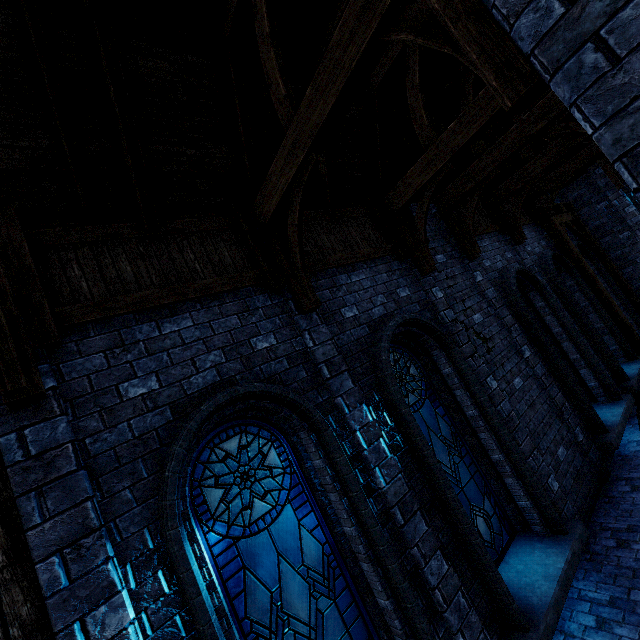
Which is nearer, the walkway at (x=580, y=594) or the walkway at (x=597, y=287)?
the walkway at (x=580, y=594)

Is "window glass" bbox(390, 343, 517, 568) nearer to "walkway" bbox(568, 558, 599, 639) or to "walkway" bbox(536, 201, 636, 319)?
"walkway" bbox(568, 558, 599, 639)

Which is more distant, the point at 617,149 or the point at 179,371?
the point at 179,371

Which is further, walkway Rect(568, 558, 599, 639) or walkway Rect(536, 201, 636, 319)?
walkway Rect(536, 201, 636, 319)

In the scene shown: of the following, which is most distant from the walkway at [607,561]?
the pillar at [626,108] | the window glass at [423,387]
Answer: the pillar at [626,108]

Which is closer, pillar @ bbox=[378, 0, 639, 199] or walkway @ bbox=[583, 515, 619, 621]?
pillar @ bbox=[378, 0, 639, 199]

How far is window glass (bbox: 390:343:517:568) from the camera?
5.1m

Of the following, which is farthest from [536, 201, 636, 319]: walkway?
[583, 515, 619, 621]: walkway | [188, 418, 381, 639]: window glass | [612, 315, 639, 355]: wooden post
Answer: [188, 418, 381, 639]: window glass
